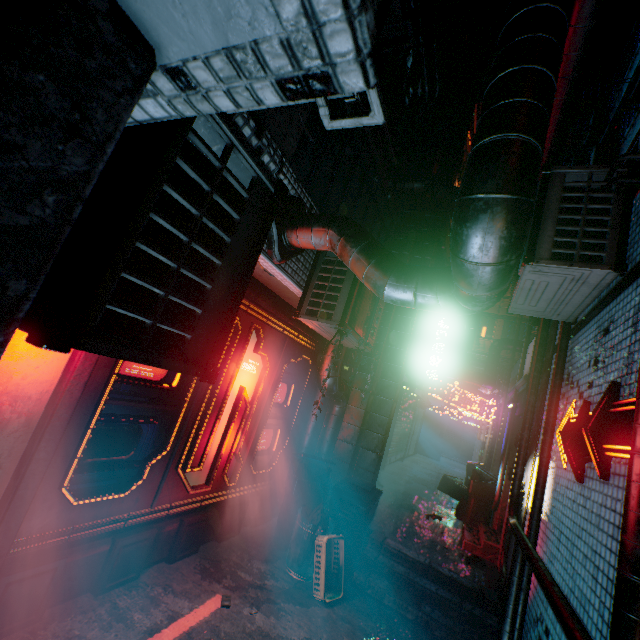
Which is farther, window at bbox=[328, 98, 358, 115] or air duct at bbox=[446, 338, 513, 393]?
air duct at bbox=[446, 338, 513, 393]

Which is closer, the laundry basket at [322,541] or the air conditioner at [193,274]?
the air conditioner at [193,274]

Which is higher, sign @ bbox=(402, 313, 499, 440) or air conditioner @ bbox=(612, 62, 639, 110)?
air conditioner @ bbox=(612, 62, 639, 110)

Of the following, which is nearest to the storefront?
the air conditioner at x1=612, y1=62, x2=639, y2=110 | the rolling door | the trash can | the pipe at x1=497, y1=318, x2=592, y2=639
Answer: the trash can

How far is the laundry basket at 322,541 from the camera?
3.37m

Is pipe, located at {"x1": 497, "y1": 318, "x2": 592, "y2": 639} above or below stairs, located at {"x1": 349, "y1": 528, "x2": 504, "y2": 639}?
above

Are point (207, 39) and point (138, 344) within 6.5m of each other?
yes

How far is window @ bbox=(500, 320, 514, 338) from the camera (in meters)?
19.12
